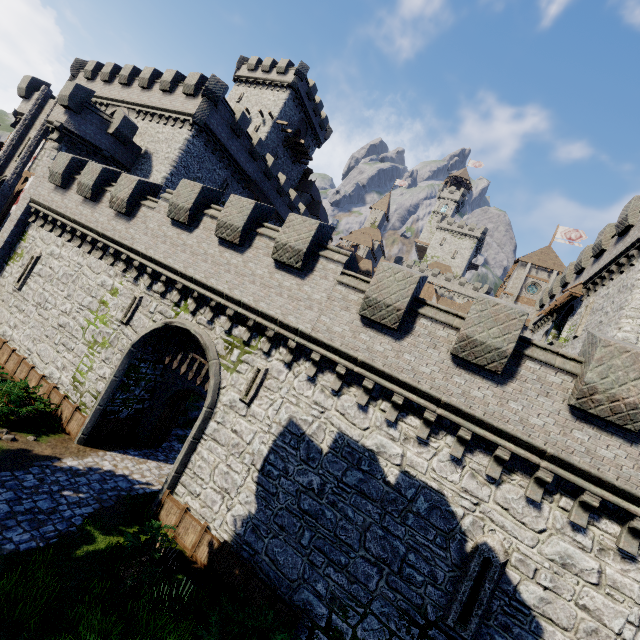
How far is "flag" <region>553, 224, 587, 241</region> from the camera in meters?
48.0 m

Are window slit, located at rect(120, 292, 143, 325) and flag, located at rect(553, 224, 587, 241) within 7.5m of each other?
Answer: no

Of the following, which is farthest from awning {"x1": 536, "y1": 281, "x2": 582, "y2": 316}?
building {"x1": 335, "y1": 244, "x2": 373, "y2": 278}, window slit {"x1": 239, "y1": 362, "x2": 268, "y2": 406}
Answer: building {"x1": 335, "y1": 244, "x2": 373, "y2": 278}

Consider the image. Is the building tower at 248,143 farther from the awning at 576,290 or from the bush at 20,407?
the awning at 576,290

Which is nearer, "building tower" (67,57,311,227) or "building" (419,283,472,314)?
"building tower" (67,57,311,227)

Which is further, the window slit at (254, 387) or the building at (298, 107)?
the building at (298, 107)

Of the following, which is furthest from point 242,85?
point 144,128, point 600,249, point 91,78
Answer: point 600,249

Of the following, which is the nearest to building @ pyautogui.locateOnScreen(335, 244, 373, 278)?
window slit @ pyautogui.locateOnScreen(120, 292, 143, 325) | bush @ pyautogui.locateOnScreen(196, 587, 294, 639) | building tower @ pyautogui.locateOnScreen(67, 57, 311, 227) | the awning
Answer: building tower @ pyautogui.locateOnScreen(67, 57, 311, 227)
